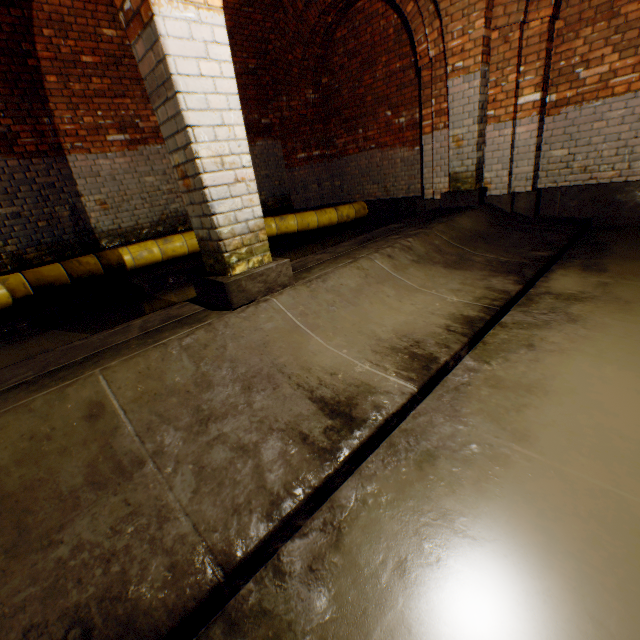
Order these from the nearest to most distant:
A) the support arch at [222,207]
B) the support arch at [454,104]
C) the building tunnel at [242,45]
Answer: the support arch at [222,207] → the support arch at [454,104] → the building tunnel at [242,45]

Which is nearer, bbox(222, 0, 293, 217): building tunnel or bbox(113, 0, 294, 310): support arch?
bbox(113, 0, 294, 310): support arch

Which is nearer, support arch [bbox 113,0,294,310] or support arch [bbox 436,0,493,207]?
support arch [bbox 113,0,294,310]

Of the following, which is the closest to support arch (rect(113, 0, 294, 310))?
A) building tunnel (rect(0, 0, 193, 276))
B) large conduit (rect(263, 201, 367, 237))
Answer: building tunnel (rect(0, 0, 193, 276))

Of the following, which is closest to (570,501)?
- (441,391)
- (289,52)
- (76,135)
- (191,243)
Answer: (441,391)

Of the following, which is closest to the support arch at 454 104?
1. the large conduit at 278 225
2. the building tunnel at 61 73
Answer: the building tunnel at 61 73

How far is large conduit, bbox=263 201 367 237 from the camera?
6.83m

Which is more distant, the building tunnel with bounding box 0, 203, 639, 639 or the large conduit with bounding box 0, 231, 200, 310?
the large conduit with bounding box 0, 231, 200, 310
